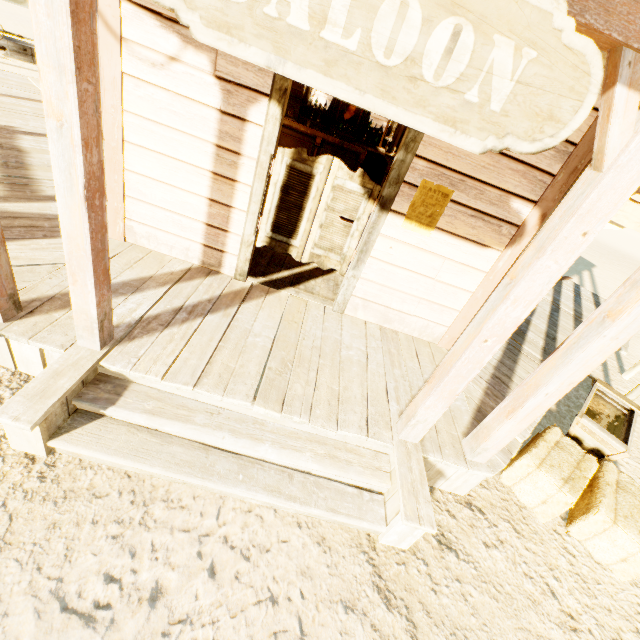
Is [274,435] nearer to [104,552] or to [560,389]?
[104,552]

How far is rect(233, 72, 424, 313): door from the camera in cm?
303

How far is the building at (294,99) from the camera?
11.7 meters

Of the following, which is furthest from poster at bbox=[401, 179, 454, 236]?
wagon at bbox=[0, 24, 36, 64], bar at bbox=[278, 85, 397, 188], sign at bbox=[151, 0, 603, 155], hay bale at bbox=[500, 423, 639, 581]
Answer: wagon at bbox=[0, 24, 36, 64]

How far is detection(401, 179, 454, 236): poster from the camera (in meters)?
3.17

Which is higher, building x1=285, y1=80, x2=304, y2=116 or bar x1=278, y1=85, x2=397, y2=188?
building x1=285, y1=80, x2=304, y2=116

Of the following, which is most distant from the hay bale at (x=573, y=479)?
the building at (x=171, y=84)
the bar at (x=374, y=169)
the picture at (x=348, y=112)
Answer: the picture at (x=348, y=112)

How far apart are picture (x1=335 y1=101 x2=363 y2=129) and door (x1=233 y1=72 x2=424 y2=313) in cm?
858
